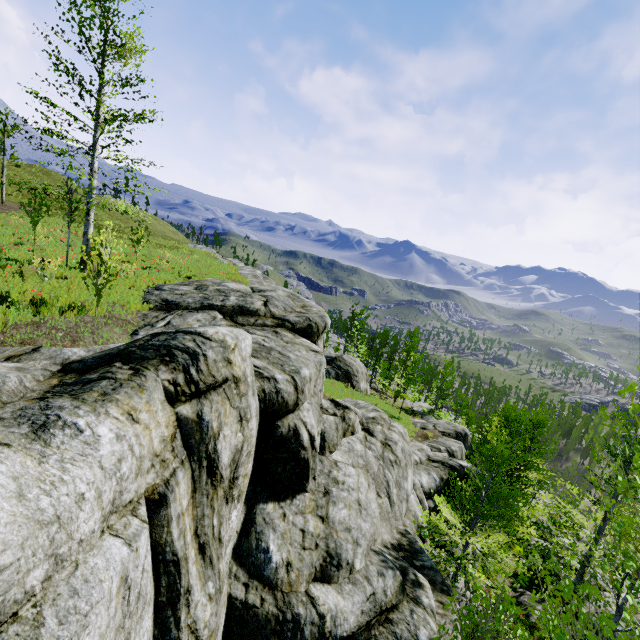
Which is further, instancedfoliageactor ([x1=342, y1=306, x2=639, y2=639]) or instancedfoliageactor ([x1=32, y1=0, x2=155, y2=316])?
instancedfoliageactor ([x1=32, y1=0, x2=155, y2=316])

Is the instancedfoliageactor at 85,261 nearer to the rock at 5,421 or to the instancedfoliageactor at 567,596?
the rock at 5,421

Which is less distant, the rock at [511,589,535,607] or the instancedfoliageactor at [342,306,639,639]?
the instancedfoliageactor at [342,306,639,639]

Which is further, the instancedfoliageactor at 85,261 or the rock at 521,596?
the rock at 521,596

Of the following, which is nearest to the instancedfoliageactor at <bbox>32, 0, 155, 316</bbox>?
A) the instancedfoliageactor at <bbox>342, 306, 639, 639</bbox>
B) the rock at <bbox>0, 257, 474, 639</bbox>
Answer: the rock at <bbox>0, 257, 474, 639</bbox>

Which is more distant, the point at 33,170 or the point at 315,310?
the point at 33,170
